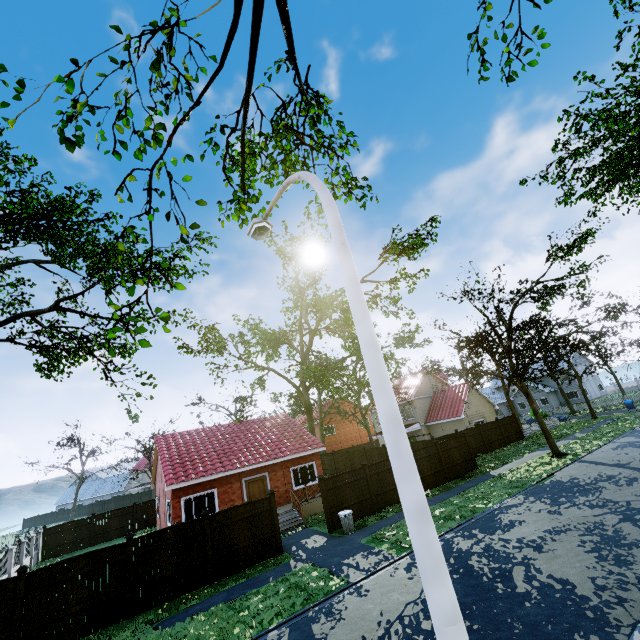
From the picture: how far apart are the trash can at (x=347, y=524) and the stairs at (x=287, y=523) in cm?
372

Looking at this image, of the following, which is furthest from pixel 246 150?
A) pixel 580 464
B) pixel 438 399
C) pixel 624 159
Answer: pixel 438 399

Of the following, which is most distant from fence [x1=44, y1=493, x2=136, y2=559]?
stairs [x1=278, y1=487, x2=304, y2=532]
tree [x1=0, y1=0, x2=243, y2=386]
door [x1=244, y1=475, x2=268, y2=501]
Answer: door [x1=244, y1=475, x2=268, y2=501]

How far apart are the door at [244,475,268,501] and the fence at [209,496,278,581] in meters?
6.3 m

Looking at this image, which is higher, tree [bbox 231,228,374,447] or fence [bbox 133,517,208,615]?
tree [bbox 231,228,374,447]

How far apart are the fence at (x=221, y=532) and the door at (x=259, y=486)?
6.3m

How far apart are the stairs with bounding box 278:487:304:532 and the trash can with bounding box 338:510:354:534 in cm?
372

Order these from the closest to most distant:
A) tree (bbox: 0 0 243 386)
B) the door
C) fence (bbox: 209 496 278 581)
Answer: tree (bbox: 0 0 243 386) → fence (bbox: 209 496 278 581) → the door
